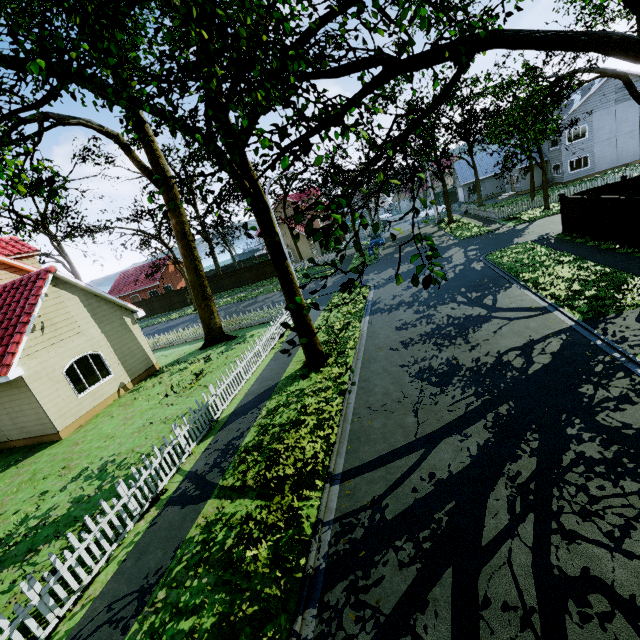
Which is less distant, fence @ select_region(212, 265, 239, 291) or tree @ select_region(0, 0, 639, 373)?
tree @ select_region(0, 0, 639, 373)

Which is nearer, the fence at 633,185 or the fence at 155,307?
the fence at 633,185

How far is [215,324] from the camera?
19.2m

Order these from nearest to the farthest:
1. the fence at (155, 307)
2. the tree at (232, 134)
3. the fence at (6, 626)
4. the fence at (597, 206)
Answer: the tree at (232, 134), the fence at (6, 626), the fence at (597, 206), the fence at (155, 307)

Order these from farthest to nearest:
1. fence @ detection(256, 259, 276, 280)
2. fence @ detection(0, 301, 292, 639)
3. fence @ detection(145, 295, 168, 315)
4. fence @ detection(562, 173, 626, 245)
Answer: fence @ detection(145, 295, 168, 315), fence @ detection(256, 259, 276, 280), fence @ detection(562, 173, 626, 245), fence @ detection(0, 301, 292, 639)

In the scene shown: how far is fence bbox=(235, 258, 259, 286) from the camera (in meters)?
40.56

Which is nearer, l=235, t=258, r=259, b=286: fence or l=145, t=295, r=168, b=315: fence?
l=235, t=258, r=259, b=286: fence
